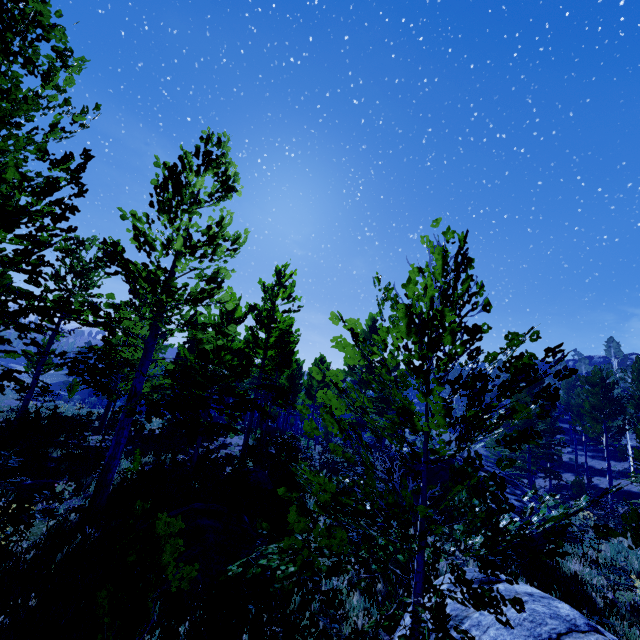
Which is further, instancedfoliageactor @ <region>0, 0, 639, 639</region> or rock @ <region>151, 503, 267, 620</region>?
rock @ <region>151, 503, 267, 620</region>

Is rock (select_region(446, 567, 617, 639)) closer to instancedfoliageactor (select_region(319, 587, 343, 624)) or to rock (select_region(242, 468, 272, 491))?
instancedfoliageactor (select_region(319, 587, 343, 624))

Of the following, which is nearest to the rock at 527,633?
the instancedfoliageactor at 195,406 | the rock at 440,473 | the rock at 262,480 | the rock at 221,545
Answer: the instancedfoliageactor at 195,406

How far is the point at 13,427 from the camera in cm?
1251

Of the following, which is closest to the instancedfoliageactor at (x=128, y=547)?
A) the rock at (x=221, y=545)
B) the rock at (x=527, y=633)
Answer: the rock at (x=527, y=633)

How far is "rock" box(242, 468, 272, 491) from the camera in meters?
11.8 m

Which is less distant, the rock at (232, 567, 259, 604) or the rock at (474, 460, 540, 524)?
the rock at (232, 567, 259, 604)

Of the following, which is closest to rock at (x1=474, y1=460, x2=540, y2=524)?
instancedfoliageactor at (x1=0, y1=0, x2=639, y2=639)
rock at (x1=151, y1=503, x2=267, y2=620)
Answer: instancedfoliageactor at (x1=0, y1=0, x2=639, y2=639)
